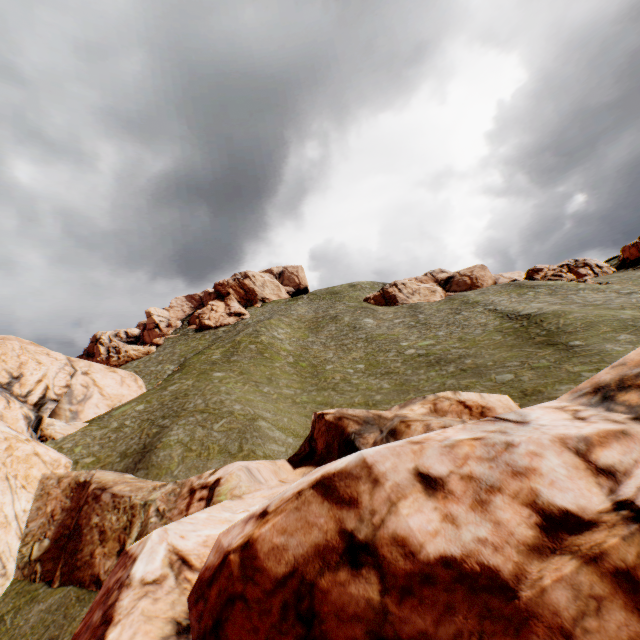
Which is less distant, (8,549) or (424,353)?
(8,549)

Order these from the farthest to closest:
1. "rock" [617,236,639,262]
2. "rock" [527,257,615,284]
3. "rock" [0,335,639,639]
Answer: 1. "rock" [617,236,639,262]
2. "rock" [527,257,615,284]
3. "rock" [0,335,639,639]

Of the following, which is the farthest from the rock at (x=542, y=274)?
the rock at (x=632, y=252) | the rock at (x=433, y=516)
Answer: the rock at (x=433, y=516)

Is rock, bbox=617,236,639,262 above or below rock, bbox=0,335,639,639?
above

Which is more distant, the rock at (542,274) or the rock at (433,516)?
the rock at (542,274)

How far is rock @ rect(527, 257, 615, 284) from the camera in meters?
49.2

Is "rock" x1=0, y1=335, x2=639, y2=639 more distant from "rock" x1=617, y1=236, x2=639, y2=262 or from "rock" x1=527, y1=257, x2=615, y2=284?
"rock" x1=527, y1=257, x2=615, y2=284
